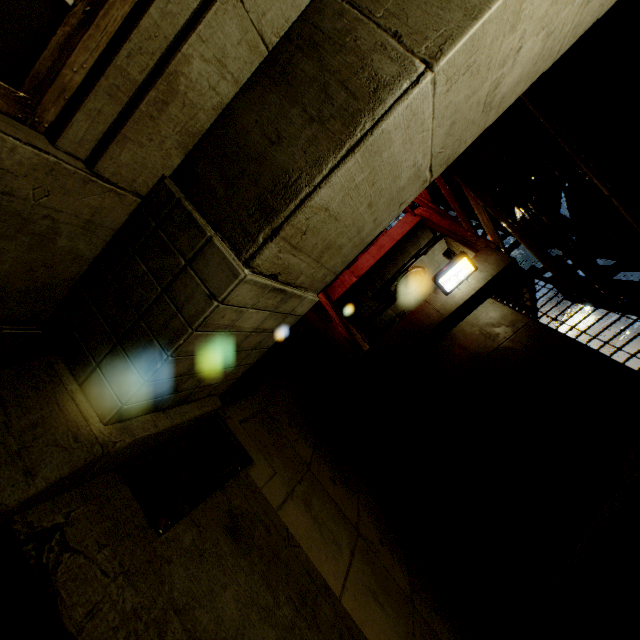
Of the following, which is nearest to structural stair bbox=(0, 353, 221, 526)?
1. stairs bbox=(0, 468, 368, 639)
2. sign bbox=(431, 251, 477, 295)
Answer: stairs bbox=(0, 468, 368, 639)

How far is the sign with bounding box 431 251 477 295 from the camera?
9.39m

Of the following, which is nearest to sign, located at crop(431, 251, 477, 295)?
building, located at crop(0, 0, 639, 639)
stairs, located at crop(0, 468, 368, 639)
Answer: building, located at crop(0, 0, 639, 639)

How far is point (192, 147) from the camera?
1.75m

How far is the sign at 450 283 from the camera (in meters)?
9.39

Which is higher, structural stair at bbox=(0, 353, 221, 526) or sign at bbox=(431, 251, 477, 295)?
sign at bbox=(431, 251, 477, 295)

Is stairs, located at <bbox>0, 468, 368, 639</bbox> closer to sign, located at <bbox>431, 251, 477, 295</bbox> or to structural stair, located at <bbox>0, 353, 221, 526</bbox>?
structural stair, located at <bbox>0, 353, 221, 526</bbox>

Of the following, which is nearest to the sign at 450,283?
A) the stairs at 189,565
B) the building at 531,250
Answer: the building at 531,250
